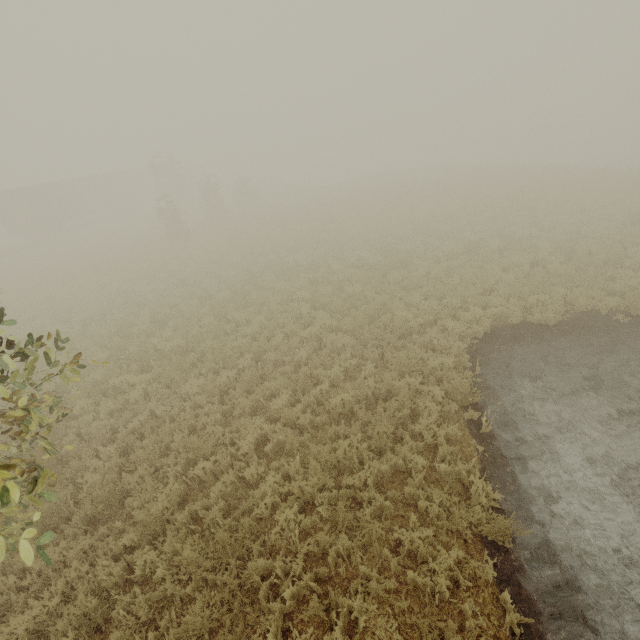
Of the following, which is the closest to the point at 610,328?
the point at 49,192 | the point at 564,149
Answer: the point at 49,192
